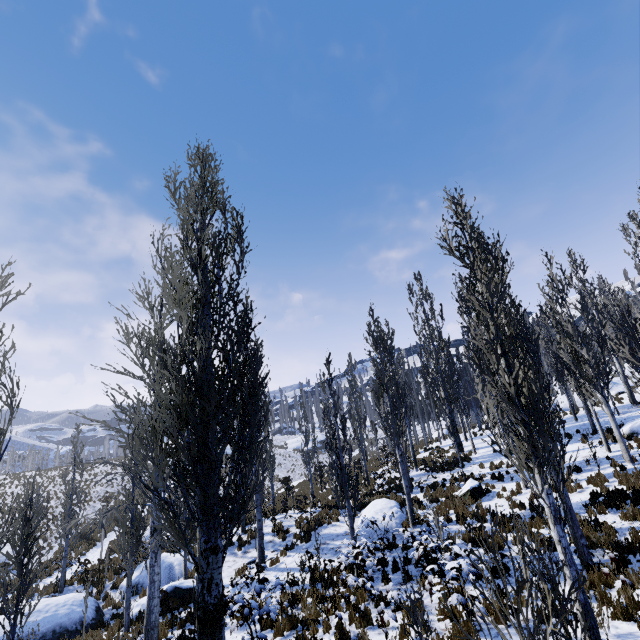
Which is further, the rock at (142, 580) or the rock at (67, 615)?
the rock at (142, 580)

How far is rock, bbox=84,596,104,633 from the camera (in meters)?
12.73

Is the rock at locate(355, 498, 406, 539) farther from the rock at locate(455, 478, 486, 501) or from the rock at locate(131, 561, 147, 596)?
the rock at locate(131, 561, 147, 596)

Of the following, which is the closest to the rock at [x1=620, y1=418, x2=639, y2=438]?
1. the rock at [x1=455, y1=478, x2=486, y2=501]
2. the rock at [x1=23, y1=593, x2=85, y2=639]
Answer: the rock at [x1=455, y1=478, x2=486, y2=501]

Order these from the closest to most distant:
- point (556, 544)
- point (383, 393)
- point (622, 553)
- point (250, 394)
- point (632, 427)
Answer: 1. point (556, 544)
2. point (622, 553)
3. point (250, 394)
4. point (632, 427)
5. point (383, 393)

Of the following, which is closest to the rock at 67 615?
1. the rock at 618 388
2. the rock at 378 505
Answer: the rock at 378 505

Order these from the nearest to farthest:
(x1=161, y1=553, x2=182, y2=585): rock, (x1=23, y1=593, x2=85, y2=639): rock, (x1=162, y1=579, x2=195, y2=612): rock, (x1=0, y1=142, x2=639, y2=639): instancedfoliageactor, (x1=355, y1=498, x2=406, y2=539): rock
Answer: (x1=0, y1=142, x2=639, y2=639): instancedfoliageactor
(x1=23, y1=593, x2=85, y2=639): rock
(x1=162, y1=579, x2=195, y2=612): rock
(x1=355, y1=498, x2=406, y2=539): rock
(x1=161, y1=553, x2=182, y2=585): rock

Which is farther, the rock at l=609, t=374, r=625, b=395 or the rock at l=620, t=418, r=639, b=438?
the rock at l=609, t=374, r=625, b=395
